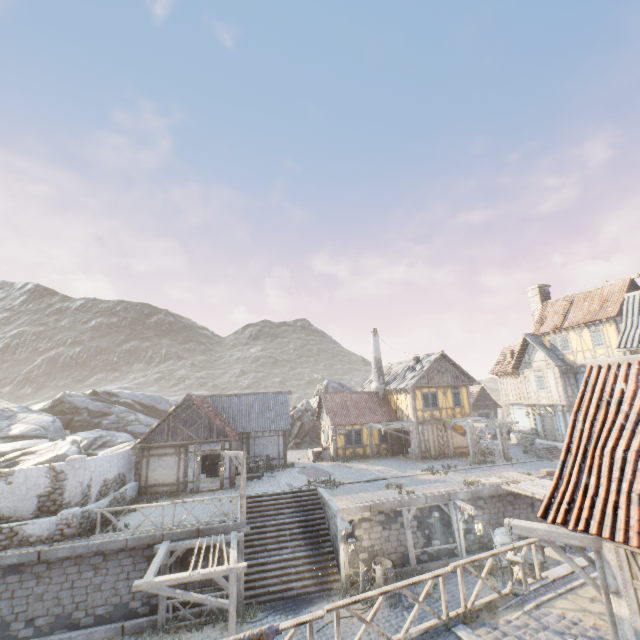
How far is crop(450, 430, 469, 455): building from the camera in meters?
27.5 m

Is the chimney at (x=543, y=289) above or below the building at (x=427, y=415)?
above

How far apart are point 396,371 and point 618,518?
28.15m

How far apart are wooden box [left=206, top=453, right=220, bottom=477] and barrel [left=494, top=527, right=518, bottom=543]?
17.4 meters

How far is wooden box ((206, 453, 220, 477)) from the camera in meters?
23.8 m

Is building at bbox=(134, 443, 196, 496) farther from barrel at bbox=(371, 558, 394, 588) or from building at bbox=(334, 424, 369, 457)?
barrel at bbox=(371, 558, 394, 588)

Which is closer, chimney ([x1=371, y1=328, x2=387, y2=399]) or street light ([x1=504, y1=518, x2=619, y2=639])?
street light ([x1=504, y1=518, x2=619, y2=639])

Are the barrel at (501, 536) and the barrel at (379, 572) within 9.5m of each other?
yes
